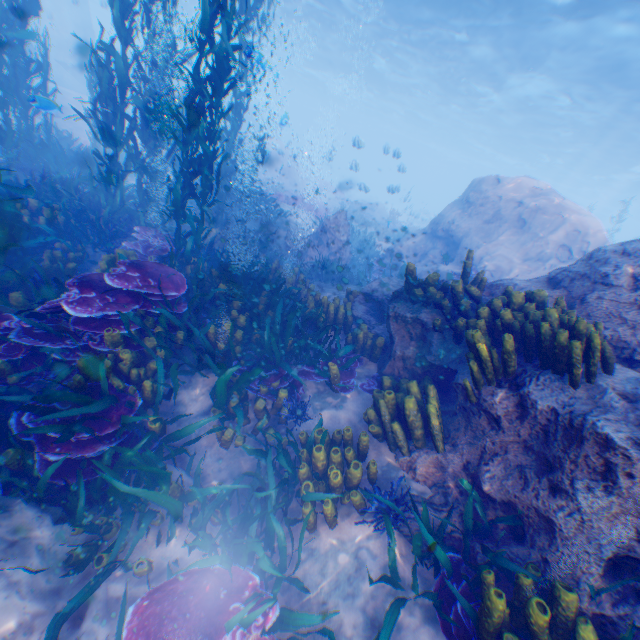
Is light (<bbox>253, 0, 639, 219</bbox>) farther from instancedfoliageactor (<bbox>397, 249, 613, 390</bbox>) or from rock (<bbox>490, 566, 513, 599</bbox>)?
instancedfoliageactor (<bbox>397, 249, 613, 390</bbox>)

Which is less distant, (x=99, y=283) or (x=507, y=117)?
(x=99, y=283)

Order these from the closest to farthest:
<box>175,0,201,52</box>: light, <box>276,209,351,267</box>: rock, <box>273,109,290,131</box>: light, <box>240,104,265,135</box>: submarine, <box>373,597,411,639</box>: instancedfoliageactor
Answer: <box>373,597,411,639</box>: instancedfoliageactor < <box>273,109,290,131</box>: light < <box>276,209,351,267</box>: rock < <box>175,0,201,52</box>: light < <box>240,104,265,135</box>: submarine

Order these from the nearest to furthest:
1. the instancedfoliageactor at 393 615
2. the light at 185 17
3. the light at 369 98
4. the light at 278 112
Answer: the instancedfoliageactor at 393 615, the light at 278 112, the light at 369 98, the light at 185 17

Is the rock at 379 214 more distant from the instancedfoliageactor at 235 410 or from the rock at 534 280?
the instancedfoliageactor at 235 410

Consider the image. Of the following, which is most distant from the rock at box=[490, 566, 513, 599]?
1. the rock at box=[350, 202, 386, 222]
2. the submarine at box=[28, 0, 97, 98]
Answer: the rock at box=[350, 202, 386, 222]

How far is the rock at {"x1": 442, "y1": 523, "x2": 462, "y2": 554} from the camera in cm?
331

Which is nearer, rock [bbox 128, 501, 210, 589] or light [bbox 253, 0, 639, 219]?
rock [bbox 128, 501, 210, 589]
